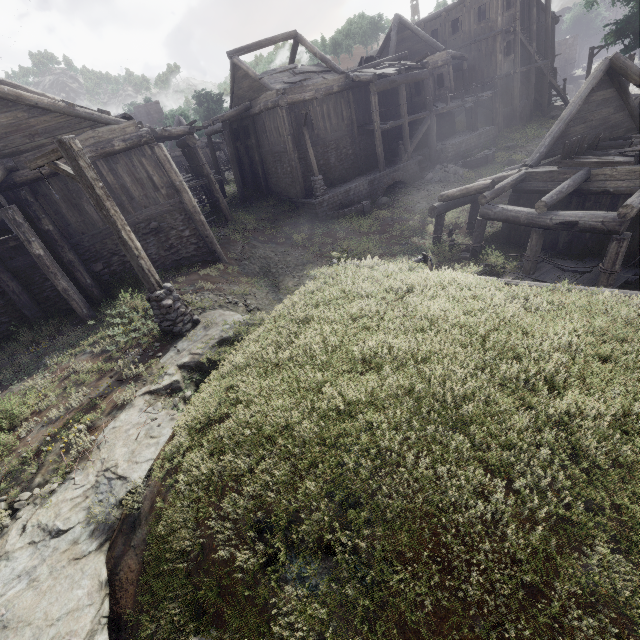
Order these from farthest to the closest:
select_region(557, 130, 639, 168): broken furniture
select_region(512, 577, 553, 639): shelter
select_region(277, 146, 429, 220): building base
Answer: select_region(277, 146, 429, 220): building base
select_region(557, 130, 639, 168): broken furniture
select_region(512, 577, 553, 639): shelter

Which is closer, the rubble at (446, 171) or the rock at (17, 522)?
the rock at (17, 522)

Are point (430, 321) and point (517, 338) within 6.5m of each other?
yes

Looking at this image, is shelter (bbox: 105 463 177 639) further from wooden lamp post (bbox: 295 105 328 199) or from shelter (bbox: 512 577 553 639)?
wooden lamp post (bbox: 295 105 328 199)

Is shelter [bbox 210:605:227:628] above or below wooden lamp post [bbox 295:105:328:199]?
below

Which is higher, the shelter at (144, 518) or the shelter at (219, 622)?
the shelter at (219, 622)

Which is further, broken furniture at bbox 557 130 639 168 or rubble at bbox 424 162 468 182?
rubble at bbox 424 162 468 182

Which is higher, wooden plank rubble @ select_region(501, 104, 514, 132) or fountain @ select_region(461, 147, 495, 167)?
wooden plank rubble @ select_region(501, 104, 514, 132)
